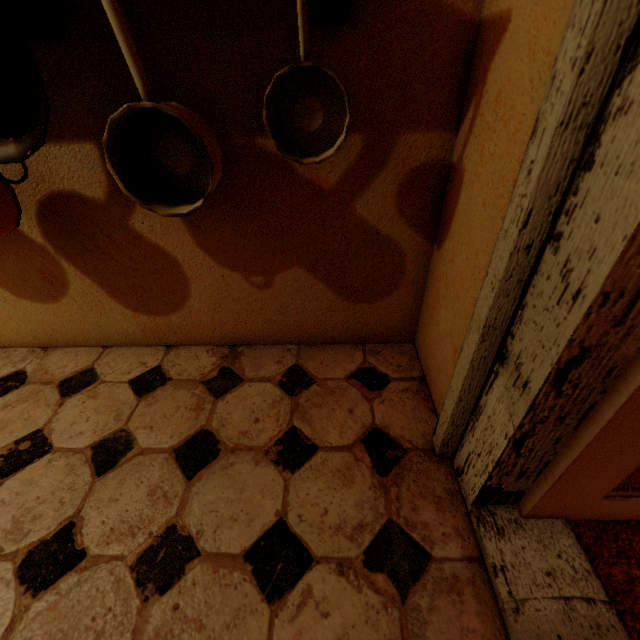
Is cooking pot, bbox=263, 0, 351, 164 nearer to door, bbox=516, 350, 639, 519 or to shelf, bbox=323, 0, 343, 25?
shelf, bbox=323, 0, 343, 25

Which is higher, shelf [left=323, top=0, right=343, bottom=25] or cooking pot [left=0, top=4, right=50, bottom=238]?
shelf [left=323, top=0, right=343, bottom=25]

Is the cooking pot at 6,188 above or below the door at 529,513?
above

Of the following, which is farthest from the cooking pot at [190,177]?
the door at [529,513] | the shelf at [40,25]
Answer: the door at [529,513]

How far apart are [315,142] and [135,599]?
1.1 meters

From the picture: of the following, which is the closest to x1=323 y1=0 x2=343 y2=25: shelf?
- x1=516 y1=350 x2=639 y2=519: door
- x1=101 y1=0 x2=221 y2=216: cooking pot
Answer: x1=101 y1=0 x2=221 y2=216: cooking pot

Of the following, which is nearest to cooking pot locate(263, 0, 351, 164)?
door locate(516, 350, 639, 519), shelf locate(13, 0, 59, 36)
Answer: shelf locate(13, 0, 59, 36)
